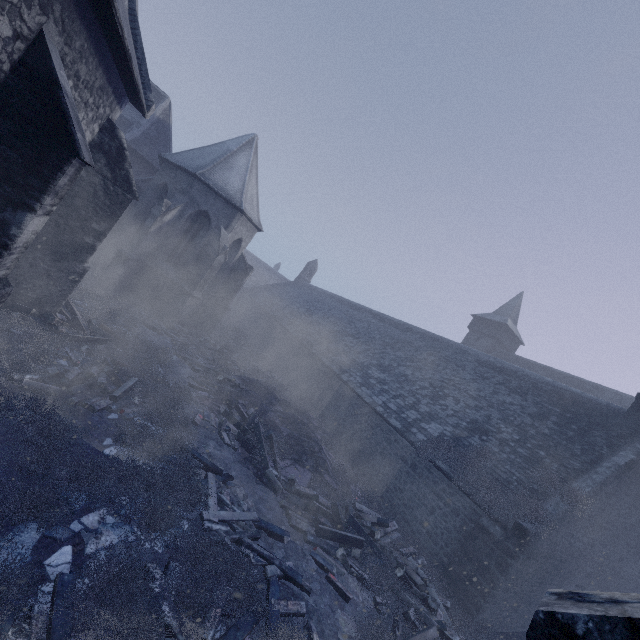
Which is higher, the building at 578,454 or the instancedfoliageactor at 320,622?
the building at 578,454

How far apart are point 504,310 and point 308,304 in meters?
21.4

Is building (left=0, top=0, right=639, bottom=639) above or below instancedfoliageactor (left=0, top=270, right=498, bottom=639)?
above
